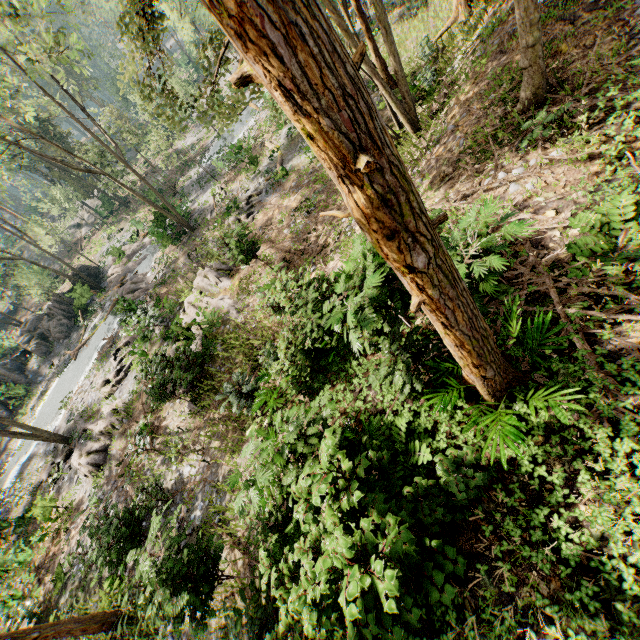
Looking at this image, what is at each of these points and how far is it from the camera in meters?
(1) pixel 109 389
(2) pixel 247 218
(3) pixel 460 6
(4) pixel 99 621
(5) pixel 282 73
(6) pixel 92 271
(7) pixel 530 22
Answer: (1) foliage, 19.6
(2) foliage, 20.4
(3) foliage, 15.4
(4) foliage, 9.7
(5) foliage, 1.6
(6) rock, 34.2
(7) foliage, 6.5

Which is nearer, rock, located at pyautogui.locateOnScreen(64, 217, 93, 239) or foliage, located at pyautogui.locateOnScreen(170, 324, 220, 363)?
foliage, located at pyautogui.locateOnScreen(170, 324, 220, 363)

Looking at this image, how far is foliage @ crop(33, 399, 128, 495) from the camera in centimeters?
1625cm

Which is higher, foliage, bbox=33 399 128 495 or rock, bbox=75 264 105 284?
rock, bbox=75 264 105 284

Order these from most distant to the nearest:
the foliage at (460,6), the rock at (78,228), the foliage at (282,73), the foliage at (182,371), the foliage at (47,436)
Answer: the rock at (78,228)
the foliage at (47,436)
the foliage at (460,6)
the foliage at (182,371)
the foliage at (282,73)

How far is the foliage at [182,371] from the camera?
13.50m

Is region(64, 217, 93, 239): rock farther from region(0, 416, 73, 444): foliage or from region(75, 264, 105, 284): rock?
region(75, 264, 105, 284): rock

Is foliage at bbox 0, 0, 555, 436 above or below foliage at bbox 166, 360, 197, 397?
above
